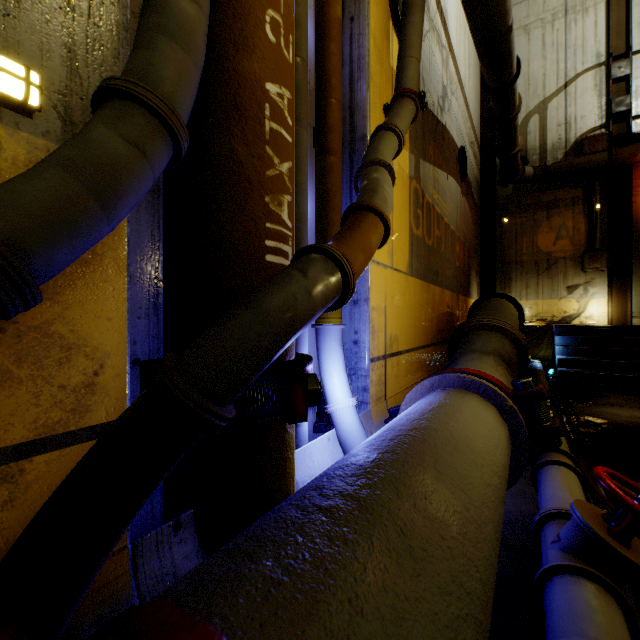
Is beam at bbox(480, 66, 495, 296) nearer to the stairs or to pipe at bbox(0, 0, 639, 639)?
the stairs

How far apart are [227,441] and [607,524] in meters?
1.8 m

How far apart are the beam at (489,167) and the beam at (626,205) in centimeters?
284cm

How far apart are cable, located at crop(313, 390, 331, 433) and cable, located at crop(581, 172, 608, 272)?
9.9 meters

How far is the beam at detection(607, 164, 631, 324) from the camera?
9.14m

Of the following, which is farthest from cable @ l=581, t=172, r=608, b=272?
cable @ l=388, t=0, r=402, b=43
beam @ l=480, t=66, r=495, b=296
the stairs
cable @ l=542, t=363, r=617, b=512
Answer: cable @ l=388, t=0, r=402, b=43

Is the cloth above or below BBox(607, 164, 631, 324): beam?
below

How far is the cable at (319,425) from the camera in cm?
324
